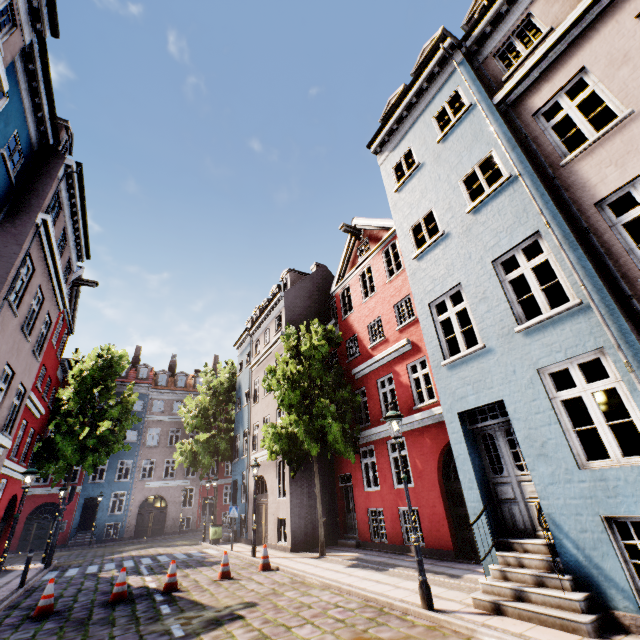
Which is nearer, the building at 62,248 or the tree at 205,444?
the building at 62,248

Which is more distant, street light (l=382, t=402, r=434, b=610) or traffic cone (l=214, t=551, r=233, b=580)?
traffic cone (l=214, t=551, r=233, b=580)

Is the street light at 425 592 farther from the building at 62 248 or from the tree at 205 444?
the tree at 205 444

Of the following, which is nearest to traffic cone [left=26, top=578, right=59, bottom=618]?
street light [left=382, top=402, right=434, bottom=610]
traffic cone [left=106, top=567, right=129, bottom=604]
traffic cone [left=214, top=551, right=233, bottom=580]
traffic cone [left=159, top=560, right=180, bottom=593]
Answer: traffic cone [left=106, top=567, right=129, bottom=604]

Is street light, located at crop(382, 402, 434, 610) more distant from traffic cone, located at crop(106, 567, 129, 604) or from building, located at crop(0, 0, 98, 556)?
traffic cone, located at crop(106, 567, 129, 604)

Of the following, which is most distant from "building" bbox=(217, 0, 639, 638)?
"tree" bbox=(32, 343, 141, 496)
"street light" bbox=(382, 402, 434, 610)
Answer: "tree" bbox=(32, 343, 141, 496)

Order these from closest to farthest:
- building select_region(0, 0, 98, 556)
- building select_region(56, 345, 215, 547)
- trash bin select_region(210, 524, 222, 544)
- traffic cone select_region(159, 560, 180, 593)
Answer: building select_region(0, 0, 98, 556)
traffic cone select_region(159, 560, 180, 593)
trash bin select_region(210, 524, 222, 544)
building select_region(56, 345, 215, 547)

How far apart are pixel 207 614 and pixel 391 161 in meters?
14.3 m
